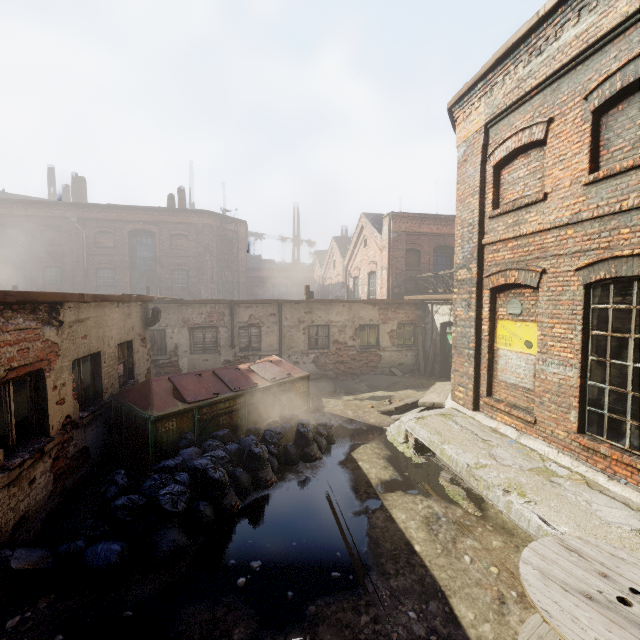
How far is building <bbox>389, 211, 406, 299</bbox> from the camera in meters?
17.3

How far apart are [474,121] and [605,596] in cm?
839

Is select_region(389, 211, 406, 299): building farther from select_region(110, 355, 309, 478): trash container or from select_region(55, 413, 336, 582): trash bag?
select_region(55, 413, 336, 582): trash bag

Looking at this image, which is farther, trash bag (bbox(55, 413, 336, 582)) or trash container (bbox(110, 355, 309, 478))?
trash container (bbox(110, 355, 309, 478))

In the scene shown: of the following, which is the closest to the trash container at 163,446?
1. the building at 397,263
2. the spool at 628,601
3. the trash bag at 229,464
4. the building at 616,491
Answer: the trash bag at 229,464

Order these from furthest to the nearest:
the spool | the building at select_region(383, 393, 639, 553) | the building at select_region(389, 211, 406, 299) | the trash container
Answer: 1. the building at select_region(389, 211, 406, 299)
2. the trash container
3. the building at select_region(383, 393, 639, 553)
4. the spool

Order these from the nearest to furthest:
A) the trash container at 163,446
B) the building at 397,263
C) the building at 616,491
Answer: the building at 616,491 → the trash container at 163,446 → the building at 397,263

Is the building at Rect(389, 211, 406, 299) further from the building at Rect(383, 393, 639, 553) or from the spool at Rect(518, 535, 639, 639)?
the spool at Rect(518, 535, 639, 639)
